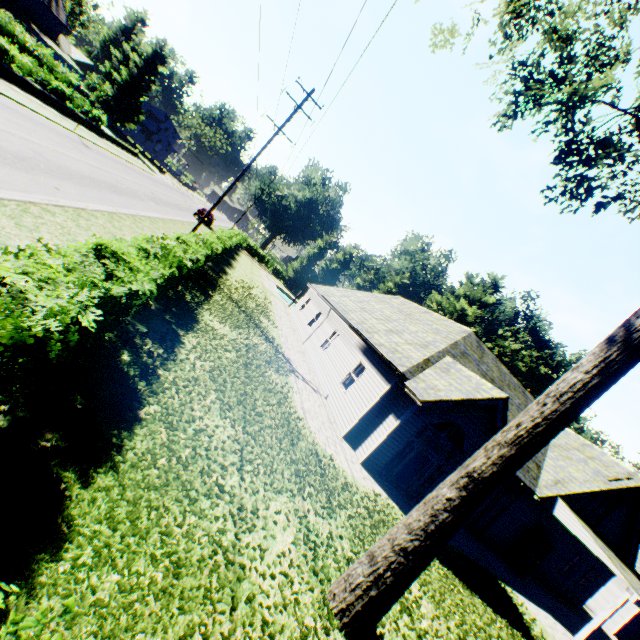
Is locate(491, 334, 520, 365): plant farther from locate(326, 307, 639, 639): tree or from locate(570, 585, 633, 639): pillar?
locate(570, 585, 633, 639): pillar

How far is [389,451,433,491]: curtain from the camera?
12.5m

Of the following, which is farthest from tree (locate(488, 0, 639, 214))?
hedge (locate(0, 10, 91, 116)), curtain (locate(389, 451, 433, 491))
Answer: curtain (locate(389, 451, 433, 491))

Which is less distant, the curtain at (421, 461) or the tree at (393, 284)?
the curtain at (421, 461)

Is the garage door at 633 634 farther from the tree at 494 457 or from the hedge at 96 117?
the hedge at 96 117

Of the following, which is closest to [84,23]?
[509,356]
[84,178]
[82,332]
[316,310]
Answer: [84,178]

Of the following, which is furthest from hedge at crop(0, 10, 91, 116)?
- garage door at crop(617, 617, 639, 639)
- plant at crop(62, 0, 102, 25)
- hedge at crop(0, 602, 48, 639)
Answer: garage door at crop(617, 617, 639, 639)

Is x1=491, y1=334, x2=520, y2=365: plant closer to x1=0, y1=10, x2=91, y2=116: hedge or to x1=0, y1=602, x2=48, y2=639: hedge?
x1=0, y1=10, x2=91, y2=116: hedge
